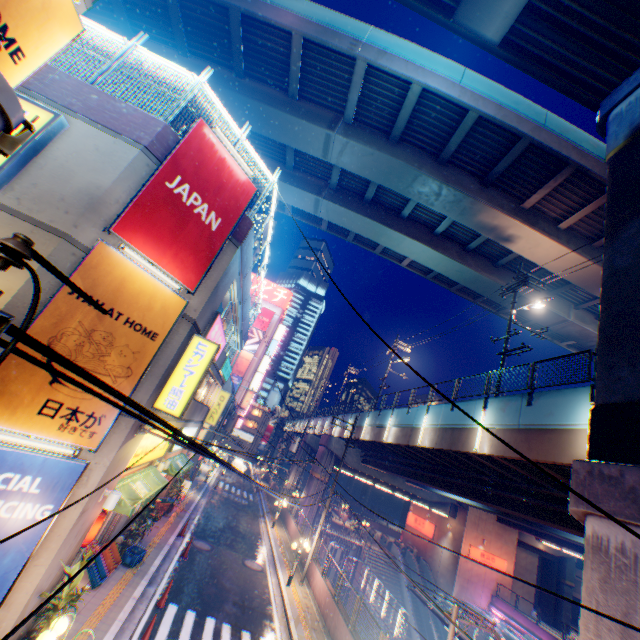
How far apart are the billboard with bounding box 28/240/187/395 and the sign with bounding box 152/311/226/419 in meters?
1.3

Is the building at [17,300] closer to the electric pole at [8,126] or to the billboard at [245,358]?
the electric pole at [8,126]

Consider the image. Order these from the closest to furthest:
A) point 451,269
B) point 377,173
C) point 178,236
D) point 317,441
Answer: point 178,236 < point 377,173 < point 451,269 < point 317,441

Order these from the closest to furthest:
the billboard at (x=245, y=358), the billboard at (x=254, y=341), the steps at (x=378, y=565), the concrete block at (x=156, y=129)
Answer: the concrete block at (x=156, y=129) → the steps at (x=378, y=565) → the billboard at (x=245, y=358) → the billboard at (x=254, y=341)

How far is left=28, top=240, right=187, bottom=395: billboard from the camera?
7.09m

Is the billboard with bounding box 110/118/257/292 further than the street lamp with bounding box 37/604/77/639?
Yes

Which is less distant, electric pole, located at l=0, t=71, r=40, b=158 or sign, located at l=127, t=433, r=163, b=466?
electric pole, located at l=0, t=71, r=40, b=158

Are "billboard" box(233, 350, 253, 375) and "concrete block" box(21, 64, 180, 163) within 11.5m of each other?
no
